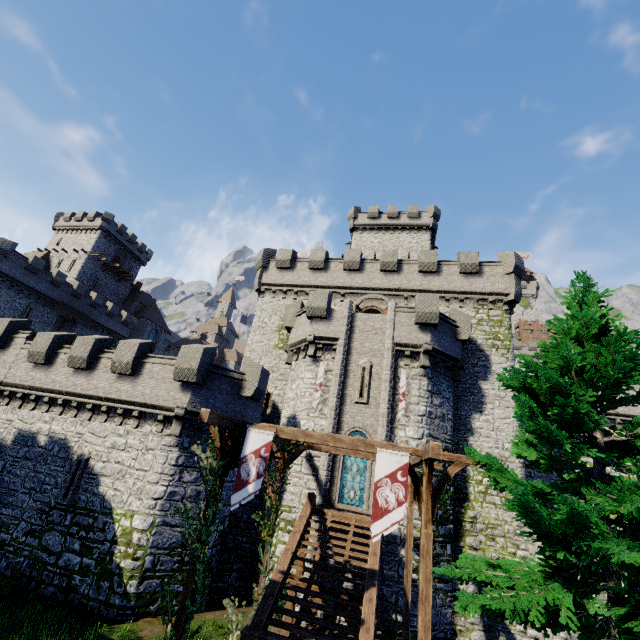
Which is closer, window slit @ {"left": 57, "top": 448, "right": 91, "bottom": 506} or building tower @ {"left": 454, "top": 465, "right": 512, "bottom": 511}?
window slit @ {"left": 57, "top": 448, "right": 91, "bottom": 506}

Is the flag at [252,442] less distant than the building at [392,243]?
Yes

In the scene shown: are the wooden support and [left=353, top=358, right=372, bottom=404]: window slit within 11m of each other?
yes

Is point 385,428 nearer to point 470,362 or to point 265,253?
point 470,362

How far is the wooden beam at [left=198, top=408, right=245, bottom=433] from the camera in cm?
835

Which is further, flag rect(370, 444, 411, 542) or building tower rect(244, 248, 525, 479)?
building tower rect(244, 248, 525, 479)

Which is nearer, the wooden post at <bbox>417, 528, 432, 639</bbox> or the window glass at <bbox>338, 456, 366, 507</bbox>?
the wooden post at <bbox>417, 528, 432, 639</bbox>

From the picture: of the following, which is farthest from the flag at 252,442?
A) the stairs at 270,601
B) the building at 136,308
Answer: the building at 136,308
